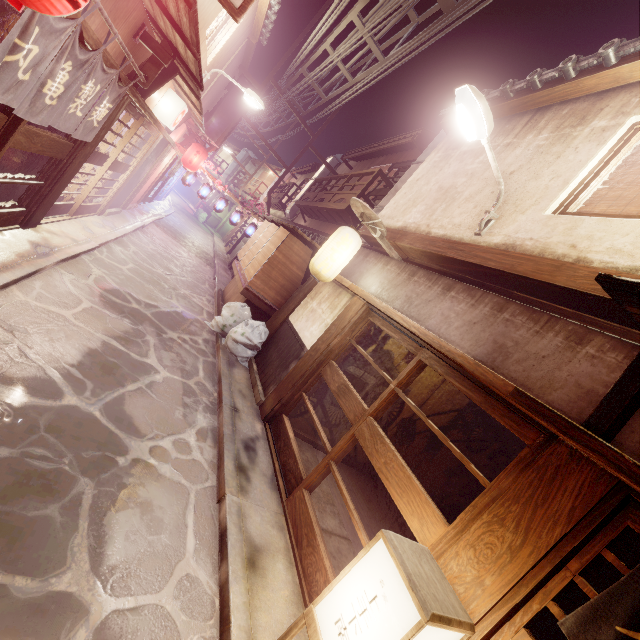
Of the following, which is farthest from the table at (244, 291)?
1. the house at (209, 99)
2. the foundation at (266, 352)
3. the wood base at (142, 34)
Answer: the house at (209, 99)

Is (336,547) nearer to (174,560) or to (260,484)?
(260,484)

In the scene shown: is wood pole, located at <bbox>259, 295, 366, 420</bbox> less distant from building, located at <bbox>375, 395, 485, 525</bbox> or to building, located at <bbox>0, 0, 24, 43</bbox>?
building, located at <bbox>375, 395, 485, 525</bbox>

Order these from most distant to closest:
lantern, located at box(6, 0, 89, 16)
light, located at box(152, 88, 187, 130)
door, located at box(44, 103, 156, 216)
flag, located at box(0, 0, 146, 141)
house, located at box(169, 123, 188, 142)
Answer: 1. house, located at box(169, 123, 188, 142)
2. light, located at box(152, 88, 187, 130)
3. door, located at box(44, 103, 156, 216)
4. flag, located at box(0, 0, 146, 141)
5. lantern, located at box(6, 0, 89, 16)

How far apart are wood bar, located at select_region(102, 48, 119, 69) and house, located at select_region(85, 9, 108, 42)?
0.2 meters

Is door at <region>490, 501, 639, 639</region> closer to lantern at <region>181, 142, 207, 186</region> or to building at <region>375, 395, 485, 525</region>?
building at <region>375, 395, 485, 525</region>

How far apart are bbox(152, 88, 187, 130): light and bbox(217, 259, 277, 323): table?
7.9m

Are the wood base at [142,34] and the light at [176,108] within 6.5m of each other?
yes
